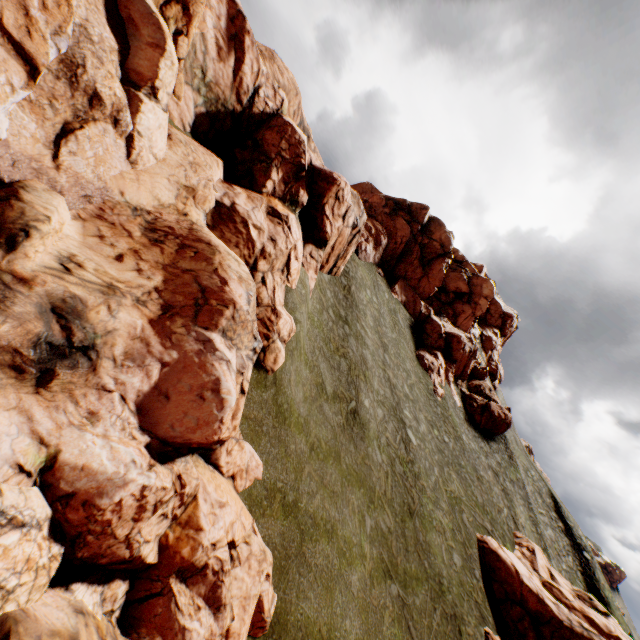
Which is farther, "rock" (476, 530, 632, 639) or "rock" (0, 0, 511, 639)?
"rock" (476, 530, 632, 639)

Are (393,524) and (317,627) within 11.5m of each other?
yes

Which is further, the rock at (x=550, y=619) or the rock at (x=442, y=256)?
the rock at (x=550, y=619)
